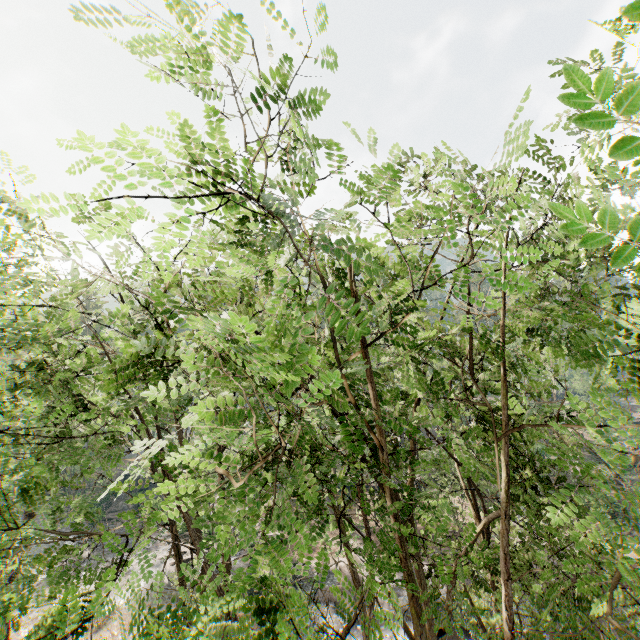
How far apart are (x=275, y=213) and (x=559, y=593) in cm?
860

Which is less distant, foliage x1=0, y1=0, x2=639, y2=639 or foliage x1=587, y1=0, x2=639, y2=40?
foliage x1=587, y1=0, x2=639, y2=40

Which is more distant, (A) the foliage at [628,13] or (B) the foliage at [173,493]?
(B) the foliage at [173,493]
